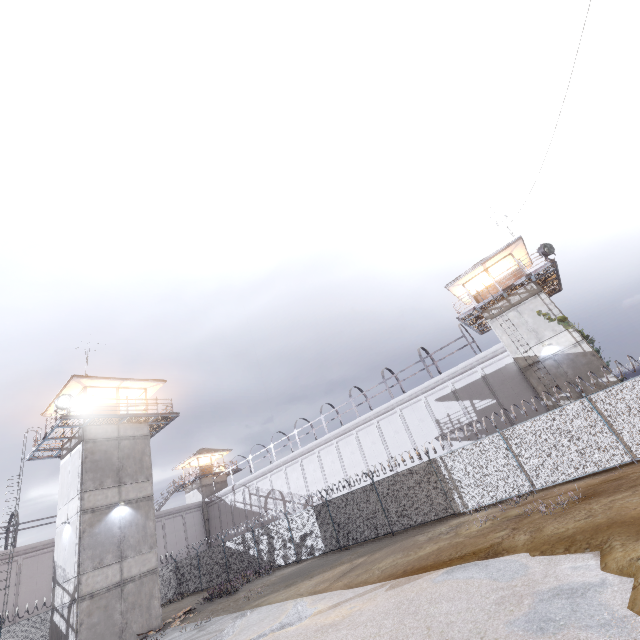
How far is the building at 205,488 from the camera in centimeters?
4060cm

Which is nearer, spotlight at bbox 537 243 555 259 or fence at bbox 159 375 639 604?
fence at bbox 159 375 639 604

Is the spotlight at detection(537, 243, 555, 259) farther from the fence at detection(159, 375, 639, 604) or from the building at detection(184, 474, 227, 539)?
the building at detection(184, 474, 227, 539)

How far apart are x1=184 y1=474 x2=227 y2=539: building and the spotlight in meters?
45.1 m

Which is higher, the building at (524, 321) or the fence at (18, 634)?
the building at (524, 321)

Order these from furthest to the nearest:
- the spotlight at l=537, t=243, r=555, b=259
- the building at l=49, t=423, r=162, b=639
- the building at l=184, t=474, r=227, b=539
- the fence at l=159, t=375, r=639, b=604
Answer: the building at l=184, t=474, r=227, b=539 → the spotlight at l=537, t=243, r=555, b=259 → the building at l=49, t=423, r=162, b=639 → the fence at l=159, t=375, r=639, b=604

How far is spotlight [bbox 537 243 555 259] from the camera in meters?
21.0 m

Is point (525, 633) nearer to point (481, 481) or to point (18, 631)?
point (481, 481)
